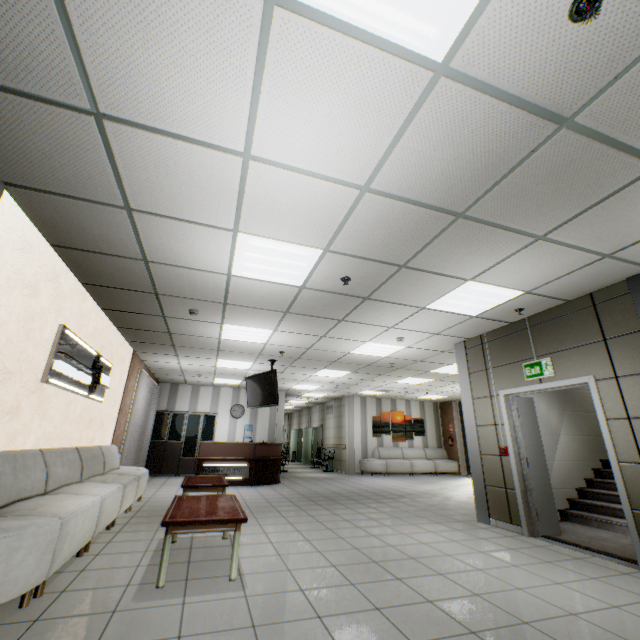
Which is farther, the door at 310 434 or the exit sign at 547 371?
the door at 310 434

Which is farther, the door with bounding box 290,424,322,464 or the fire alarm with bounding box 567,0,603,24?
the door with bounding box 290,424,322,464

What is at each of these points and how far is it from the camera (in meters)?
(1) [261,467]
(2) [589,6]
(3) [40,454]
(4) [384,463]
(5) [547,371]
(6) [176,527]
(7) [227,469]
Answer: (1) desk, 9.64
(2) fire alarm, 1.56
(3) sofa, 3.77
(4) sofa, 13.44
(5) exit sign, 4.86
(6) table, 3.06
(7) sign, 9.29

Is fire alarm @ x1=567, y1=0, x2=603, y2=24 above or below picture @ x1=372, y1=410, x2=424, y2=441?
above

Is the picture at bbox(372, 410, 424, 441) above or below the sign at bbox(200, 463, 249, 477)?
above

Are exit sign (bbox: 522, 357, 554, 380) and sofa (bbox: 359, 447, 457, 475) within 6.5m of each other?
no

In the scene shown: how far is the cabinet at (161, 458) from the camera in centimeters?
1123cm

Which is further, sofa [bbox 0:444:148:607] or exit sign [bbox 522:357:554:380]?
exit sign [bbox 522:357:554:380]
